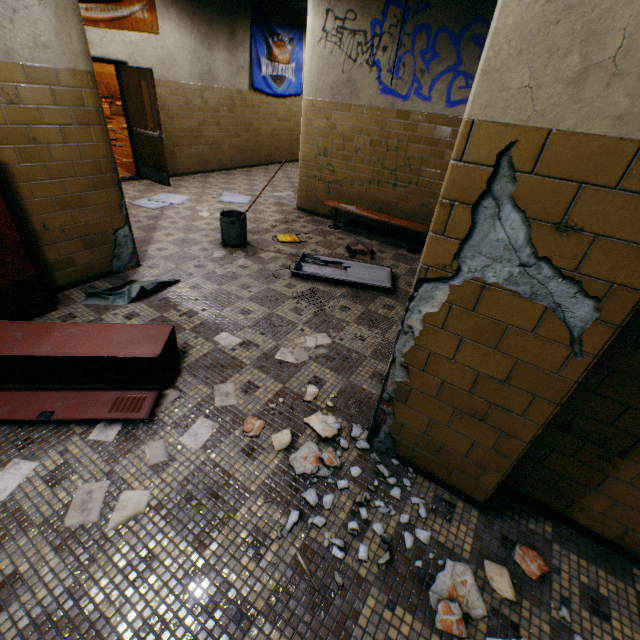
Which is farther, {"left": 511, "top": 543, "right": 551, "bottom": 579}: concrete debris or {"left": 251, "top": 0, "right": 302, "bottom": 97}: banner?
{"left": 251, "top": 0, "right": 302, "bottom": 97}: banner

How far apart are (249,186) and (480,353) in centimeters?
793cm

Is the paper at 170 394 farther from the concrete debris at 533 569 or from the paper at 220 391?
the concrete debris at 533 569

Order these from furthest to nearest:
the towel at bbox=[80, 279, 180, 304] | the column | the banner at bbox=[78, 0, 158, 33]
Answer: the banner at bbox=[78, 0, 158, 33], the towel at bbox=[80, 279, 180, 304], the column

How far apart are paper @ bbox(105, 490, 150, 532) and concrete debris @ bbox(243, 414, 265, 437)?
0.6m

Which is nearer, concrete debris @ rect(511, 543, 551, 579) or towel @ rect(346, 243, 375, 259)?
concrete debris @ rect(511, 543, 551, 579)

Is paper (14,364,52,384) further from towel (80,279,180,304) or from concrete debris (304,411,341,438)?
concrete debris (304,411,341,438)

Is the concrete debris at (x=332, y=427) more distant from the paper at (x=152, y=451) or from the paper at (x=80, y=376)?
the paper at (x=80, y=376)
